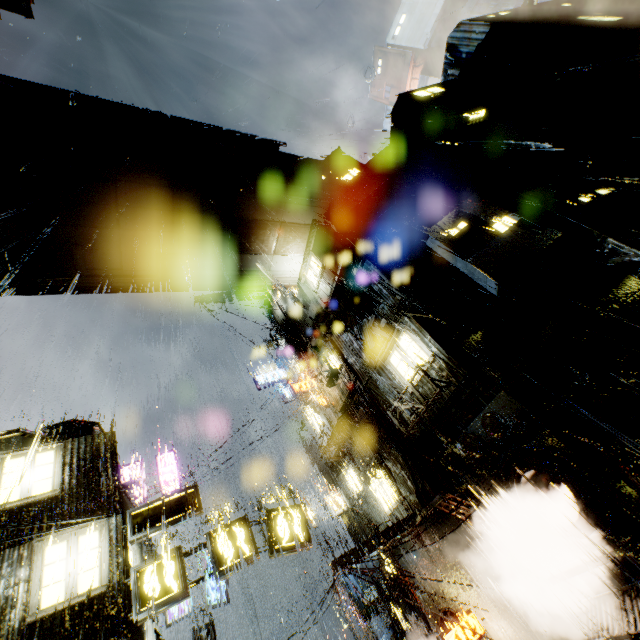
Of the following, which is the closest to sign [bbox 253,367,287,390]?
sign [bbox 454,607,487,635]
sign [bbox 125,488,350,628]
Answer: sign [bbox 125,488,350,628]

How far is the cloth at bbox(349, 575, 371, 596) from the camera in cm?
1598

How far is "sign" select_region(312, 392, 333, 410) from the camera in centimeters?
1933cm

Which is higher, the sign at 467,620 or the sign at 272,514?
the sign at 272,514

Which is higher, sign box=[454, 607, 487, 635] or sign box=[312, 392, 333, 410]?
sign box=[312, 392, 333, 410]

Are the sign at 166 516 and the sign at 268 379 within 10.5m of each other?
no

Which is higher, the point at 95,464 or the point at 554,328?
the point at 95,464

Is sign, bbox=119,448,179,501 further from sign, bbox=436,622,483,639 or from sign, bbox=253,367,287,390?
sign, bbox=436,622,483,639
